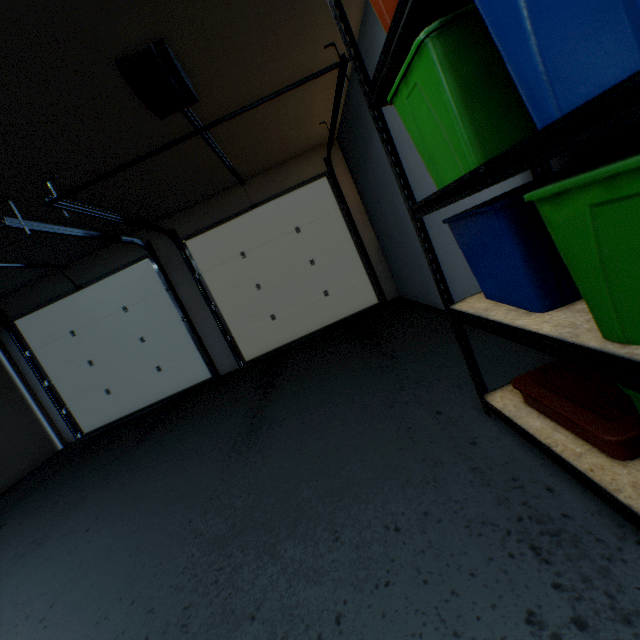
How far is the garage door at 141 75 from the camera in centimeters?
210cm

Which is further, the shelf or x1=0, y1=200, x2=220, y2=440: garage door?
x1=0, y1=200, x2=220, y2=440: garage door

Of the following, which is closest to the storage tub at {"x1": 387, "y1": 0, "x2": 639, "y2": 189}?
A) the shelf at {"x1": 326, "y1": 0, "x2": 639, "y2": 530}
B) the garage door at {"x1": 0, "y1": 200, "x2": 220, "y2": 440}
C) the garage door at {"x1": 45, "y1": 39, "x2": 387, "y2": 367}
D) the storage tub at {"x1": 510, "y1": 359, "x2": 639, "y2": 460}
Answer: the shelf at {"x1": 326, "y1": 0, "x2": 639, "y2": 530}

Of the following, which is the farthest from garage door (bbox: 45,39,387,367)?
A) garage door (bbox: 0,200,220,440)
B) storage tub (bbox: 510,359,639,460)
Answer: storage tub (bbox: 510,359,639,460)

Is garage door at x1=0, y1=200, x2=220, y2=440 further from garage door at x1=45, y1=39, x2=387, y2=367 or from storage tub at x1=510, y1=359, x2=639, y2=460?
storage tub at x1=510, y1=359, x2=639, y2=460

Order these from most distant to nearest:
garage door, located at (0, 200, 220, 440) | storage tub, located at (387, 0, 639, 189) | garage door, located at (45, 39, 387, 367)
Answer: garage door, located at (0, 200, 220, 440) → garage door, located at (45, 39, 387, 367) → storage tub, located at (387, 0, 639, 189)

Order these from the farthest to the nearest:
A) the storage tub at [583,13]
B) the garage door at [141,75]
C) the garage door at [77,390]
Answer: the garage door at [77,390] → the garage door at [141,75] → the storage tub at [583,13]

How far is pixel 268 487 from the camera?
1.73m
